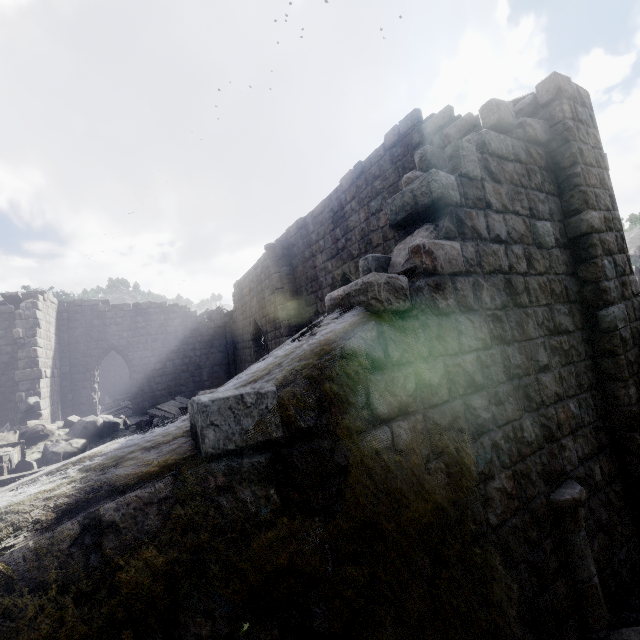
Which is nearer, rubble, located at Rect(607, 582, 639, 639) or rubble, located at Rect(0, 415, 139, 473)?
rubble, located at Rect(607, 582, 639, 639)

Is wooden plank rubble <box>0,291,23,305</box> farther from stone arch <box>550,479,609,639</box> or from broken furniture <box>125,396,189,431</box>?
stone arch <box>550,479,609,639</box>

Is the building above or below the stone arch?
above

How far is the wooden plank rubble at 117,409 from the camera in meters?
20.0

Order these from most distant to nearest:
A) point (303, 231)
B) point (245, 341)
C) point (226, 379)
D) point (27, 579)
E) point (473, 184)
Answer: point (226, 379)
point (245, 341)
point (303, 231)
point (473, 184)
point (27, 579)

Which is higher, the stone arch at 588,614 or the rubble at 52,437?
the rubble at 52,437

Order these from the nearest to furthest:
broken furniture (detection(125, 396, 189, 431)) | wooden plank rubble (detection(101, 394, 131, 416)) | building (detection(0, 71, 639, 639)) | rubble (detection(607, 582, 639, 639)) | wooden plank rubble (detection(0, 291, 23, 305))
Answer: building (detection(0, 71, 639, 639))
rubble (detection(607, 582, 639, 639))
broken furniture (detection(125, 396, 189, 431))
wooden plank rubble (detection(0, 291, 23, 305))
wooden plank rubble (detection(101, 394, 131, 416))

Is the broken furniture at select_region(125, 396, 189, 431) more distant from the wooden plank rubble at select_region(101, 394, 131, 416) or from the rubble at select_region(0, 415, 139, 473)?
the wooden plank rubble at select_region(101, 394, 131, 416)
